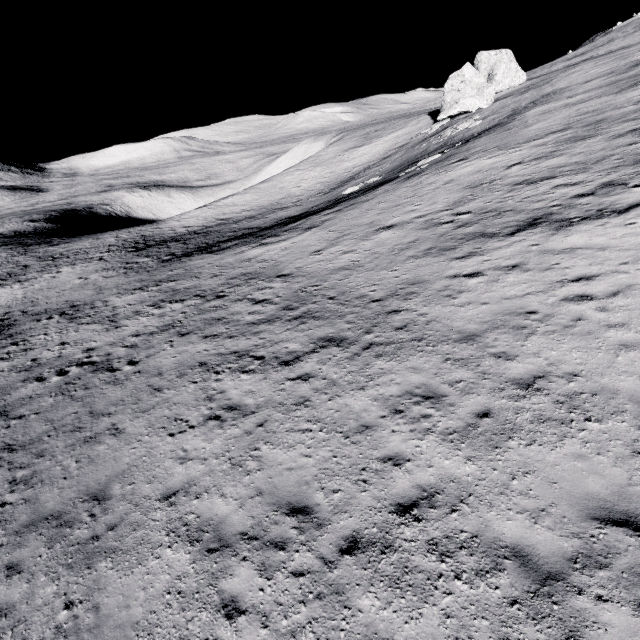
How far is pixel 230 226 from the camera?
45.4m
